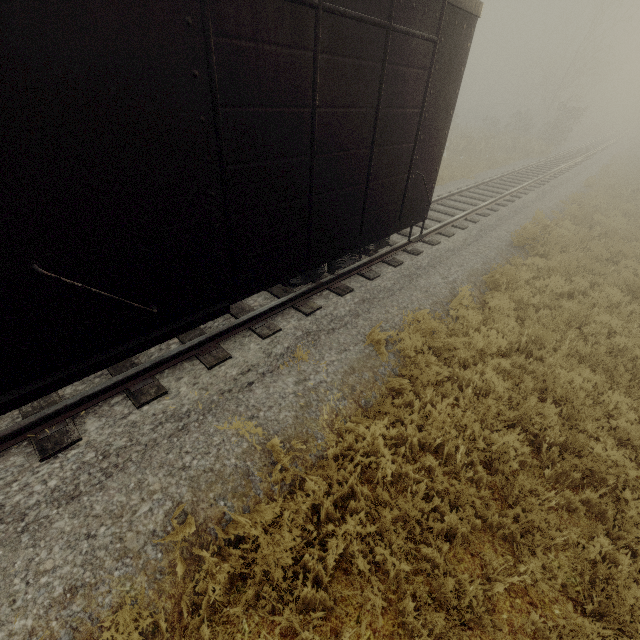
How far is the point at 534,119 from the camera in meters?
43.0

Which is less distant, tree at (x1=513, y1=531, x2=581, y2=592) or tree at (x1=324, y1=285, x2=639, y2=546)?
tree at (x1=513, y1=531, x2=581, y2=592)

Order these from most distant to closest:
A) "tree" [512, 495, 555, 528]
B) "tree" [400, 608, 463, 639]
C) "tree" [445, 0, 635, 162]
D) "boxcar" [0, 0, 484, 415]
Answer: "tree" [445, 0, 635, 162] → "tree" [512, 495, 555, 528] → "tree" [400, 608, 463, 639] → "boxcar" [0, 0, 484, 415]

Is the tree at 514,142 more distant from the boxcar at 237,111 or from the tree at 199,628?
the boxcar at 237,111

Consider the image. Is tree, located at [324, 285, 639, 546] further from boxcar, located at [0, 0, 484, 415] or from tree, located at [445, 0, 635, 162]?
tree, located at [445, 0, 635, 162]

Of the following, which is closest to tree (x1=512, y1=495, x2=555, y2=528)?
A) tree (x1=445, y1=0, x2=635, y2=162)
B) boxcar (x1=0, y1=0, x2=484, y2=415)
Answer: boxcar (x1=0, y1=0, x2=484, y2=415)

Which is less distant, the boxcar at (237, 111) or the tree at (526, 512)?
the boxcar at (237, 111)
